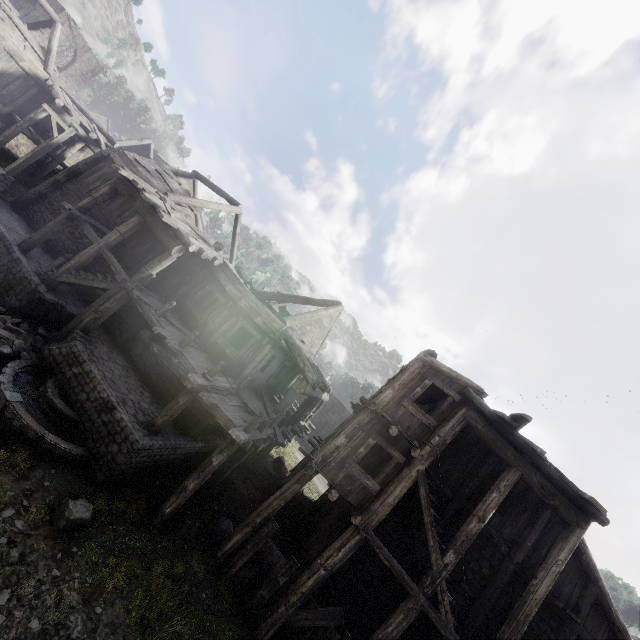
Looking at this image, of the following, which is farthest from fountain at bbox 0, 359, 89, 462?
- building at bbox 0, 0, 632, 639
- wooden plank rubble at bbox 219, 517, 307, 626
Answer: wooden plank rubble at bbox 219, 517, 307, 626

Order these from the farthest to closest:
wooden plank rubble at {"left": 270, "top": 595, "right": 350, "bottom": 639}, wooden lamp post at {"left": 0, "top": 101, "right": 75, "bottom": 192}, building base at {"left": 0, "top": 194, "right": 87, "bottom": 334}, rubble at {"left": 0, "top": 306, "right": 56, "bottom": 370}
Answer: wooden lamp post at {"left": 0, "top": 101, "right": 75, "bottom": 192} → building base at {"left": 0, "top": 194, "right": 87, "bottom": 334} → rubble at {"left": 0, "top": 306, "right": 56, "bottom": 370} → wooden plank rubble at {"left": 270, "top": 595, "right": 350, "bottom": 639}

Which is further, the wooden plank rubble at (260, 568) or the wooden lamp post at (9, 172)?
the wooden lamp post at (9, 172)

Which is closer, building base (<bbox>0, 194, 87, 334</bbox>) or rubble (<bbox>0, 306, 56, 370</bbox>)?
rubble (<bbox>0, 306, 56, 370</bbox>)

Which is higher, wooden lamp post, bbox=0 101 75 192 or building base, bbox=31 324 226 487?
wooden lamp post, bbox=0 101 75 192

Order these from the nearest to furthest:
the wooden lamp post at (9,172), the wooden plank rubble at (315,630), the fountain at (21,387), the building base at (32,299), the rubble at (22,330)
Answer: the fountain at (21,387), the wooden plank rubble at (315,630), the rubble at (22,330), the building base at (32,299), the wooden lamp post at (9,172)

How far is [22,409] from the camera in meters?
8.3 m

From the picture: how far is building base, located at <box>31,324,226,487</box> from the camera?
9.1m
